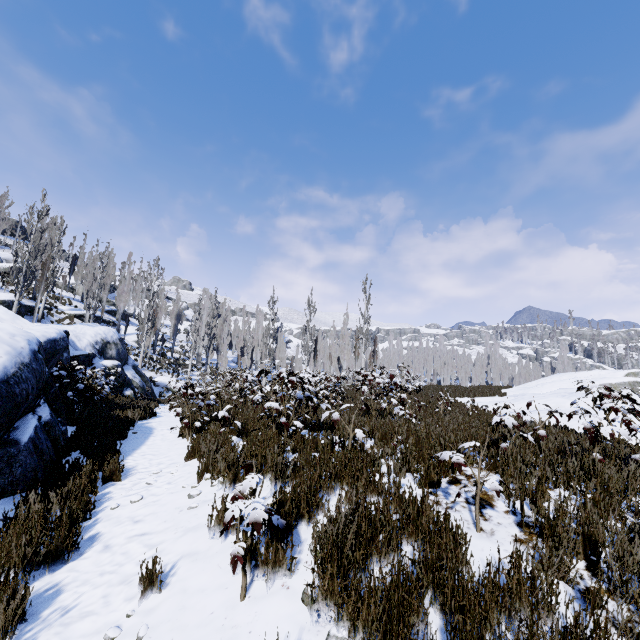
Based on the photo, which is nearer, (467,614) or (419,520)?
(467,614)

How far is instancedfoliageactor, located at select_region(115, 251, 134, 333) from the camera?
40.78m

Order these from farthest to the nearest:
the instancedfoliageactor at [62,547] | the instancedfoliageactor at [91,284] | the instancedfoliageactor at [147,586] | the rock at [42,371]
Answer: the instancedfoliageactor at [91,284]
the rock at [42,371]
the instancedfoliageactor at [147,586]
the instancedfoliageactor at [62,547]

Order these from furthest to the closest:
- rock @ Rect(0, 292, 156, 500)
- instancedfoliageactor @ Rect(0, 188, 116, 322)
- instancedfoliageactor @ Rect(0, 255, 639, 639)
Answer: instancedfoliageactor @ Rect(0, 188, 116, 322)
rock @ Rect(0, 292, 156, 500)
instancedfoliageactor @ Rect(0, 255, 639, 639)

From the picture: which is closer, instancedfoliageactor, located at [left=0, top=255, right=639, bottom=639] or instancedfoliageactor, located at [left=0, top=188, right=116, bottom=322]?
instancedfoliageactor, located at [left=0, top=255, right=639, bottom=639]

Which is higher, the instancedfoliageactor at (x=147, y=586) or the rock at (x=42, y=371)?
the rock at (x=42, y=371)

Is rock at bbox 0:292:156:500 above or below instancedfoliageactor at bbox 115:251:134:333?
below
